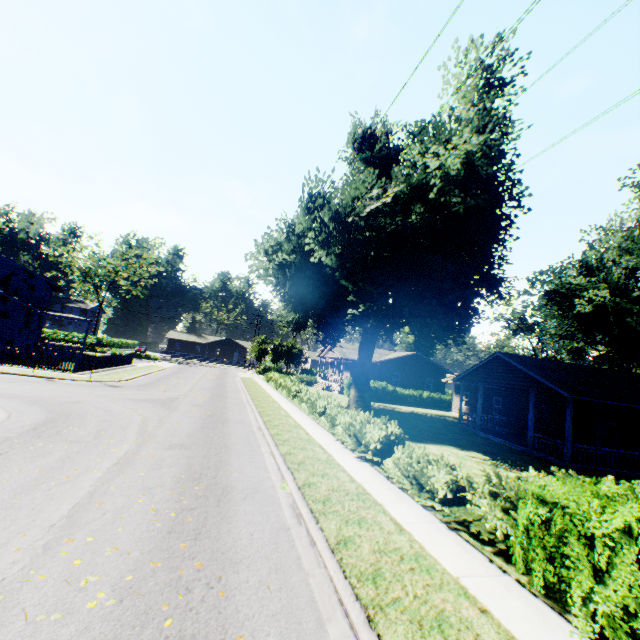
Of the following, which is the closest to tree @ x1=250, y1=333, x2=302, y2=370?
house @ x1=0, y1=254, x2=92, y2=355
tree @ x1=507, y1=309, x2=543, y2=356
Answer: house @ x1=0, y1=254, x2=92, y2=355

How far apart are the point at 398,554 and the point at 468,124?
18.0m

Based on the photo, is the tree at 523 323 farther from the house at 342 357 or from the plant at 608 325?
the house at 342 357

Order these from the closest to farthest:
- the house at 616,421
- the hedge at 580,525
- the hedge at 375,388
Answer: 1. the hedge at 580,525
2. the house at 616,421
3. the hedge at 375,388

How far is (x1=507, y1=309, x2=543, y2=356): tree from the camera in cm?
5589

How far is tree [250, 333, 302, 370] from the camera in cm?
5734

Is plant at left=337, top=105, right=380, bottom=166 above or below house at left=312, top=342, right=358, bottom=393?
above

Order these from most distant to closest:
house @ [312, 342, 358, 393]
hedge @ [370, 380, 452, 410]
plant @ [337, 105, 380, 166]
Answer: house @ [312, 342, 358, 393] < hedge @ [370, 380, 452, 410] < plant @ [337, 105, 380, 166]
